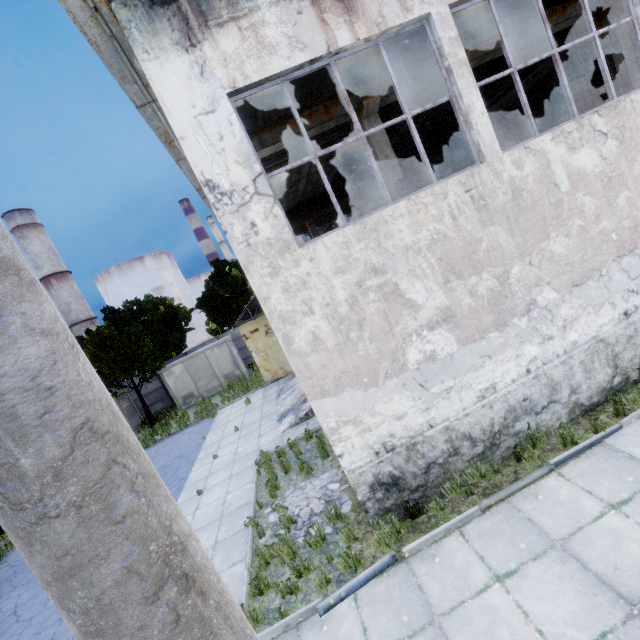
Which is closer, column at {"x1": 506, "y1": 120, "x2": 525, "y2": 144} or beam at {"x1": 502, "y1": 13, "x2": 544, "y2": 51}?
beam at {"x1": 502, "y1": 13, "x2": 544, "y2": 51}

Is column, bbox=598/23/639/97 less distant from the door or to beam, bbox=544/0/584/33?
beam, bbox=544/0/584/33

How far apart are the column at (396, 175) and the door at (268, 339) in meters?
9.7

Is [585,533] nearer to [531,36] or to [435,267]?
[435,267]

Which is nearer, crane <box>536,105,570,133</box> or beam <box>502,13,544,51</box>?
beam <box>502,13,544,51</box>

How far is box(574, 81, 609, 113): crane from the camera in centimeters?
1655cm

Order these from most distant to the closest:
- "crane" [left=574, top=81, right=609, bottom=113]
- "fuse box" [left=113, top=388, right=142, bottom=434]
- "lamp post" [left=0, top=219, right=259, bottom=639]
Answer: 1. "fuse box" [left=113, top=388, right=142, bottom=434]
2. "crane" [left=574, top=81, right=609, bottom=113]
3. "lamp post" [left=0, top=219, right=259, bottom=639]

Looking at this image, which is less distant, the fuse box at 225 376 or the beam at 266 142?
the beam at 266 142
